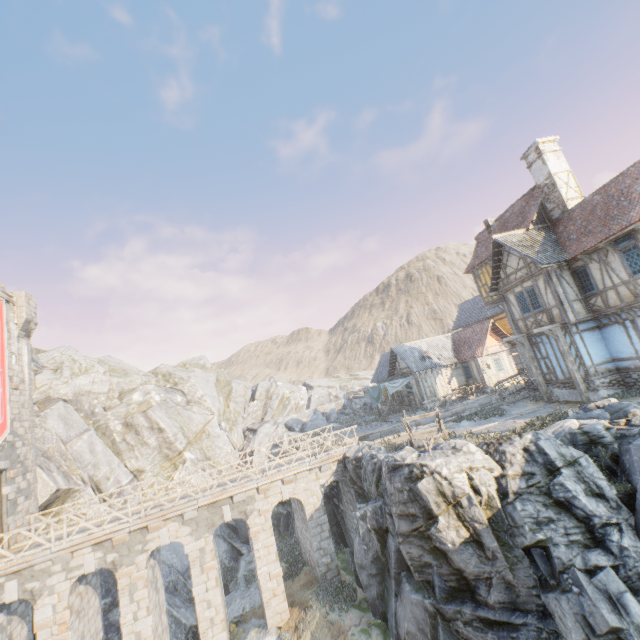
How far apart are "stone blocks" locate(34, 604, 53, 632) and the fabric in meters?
22.8

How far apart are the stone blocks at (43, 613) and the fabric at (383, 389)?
22.83m

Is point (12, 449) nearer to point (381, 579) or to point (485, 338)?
point (381, 579)

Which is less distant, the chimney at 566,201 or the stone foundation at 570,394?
the stone foundation at 570,394

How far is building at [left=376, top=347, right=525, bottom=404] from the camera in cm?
2955

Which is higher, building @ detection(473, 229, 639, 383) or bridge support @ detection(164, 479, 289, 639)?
building @ detection(473, 229, 639, 383)

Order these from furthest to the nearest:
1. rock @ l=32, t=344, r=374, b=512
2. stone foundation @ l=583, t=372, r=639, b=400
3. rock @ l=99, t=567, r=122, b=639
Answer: rock @ l=32, t=344, r=374, b=512, rock @ l=99, t=567, r=122, b=639, stone foundation @ l=583, t=372, r=639, b=400

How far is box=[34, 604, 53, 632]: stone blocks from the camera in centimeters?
1329cm
